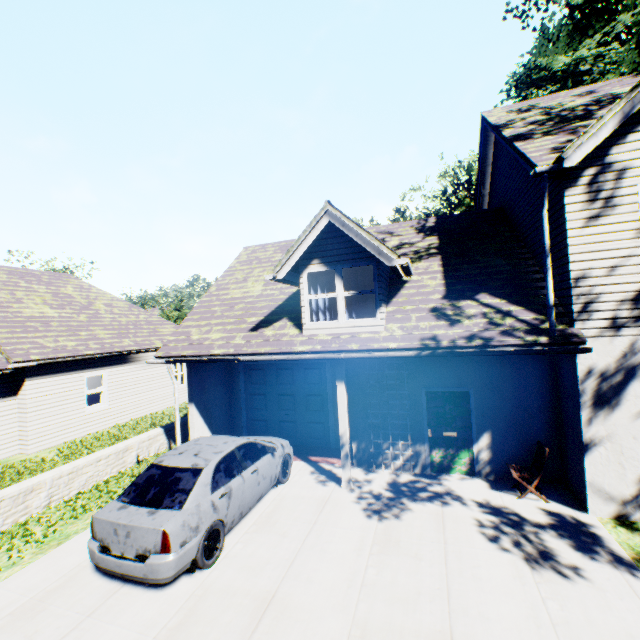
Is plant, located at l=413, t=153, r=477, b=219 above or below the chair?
above

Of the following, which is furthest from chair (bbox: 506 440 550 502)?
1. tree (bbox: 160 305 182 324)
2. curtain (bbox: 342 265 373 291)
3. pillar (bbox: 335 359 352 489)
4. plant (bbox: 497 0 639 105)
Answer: plant (bbox: 497 0 639 105)

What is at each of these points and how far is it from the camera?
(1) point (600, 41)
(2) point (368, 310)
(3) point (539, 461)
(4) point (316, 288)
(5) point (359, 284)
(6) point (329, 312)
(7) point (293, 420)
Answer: (1) plant, 24.47m
(2) curtain, 8.17m
(3) chair, 7.04m
(4) curtain, 8.72m
(5) curtain, 8.27m
(6) curtain, 8.58m
(7) garage door, 11.11m

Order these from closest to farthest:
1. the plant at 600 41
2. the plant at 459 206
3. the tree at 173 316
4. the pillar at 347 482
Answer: the pillar at 347 482 < the plant at 600 41 < the plant at 459 206 < the tree at 173 316

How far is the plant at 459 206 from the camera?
27.6 meters

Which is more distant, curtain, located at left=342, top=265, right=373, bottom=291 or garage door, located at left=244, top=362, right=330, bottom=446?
garage door, located at left=244, top=362, right=330, bottom=446

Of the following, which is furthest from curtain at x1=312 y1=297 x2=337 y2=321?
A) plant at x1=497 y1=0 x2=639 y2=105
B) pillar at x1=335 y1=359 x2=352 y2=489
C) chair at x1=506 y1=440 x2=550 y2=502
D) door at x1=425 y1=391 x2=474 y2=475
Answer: plant at x1=497 y1=0 x2=639 y2=105

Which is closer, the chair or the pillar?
the chair
